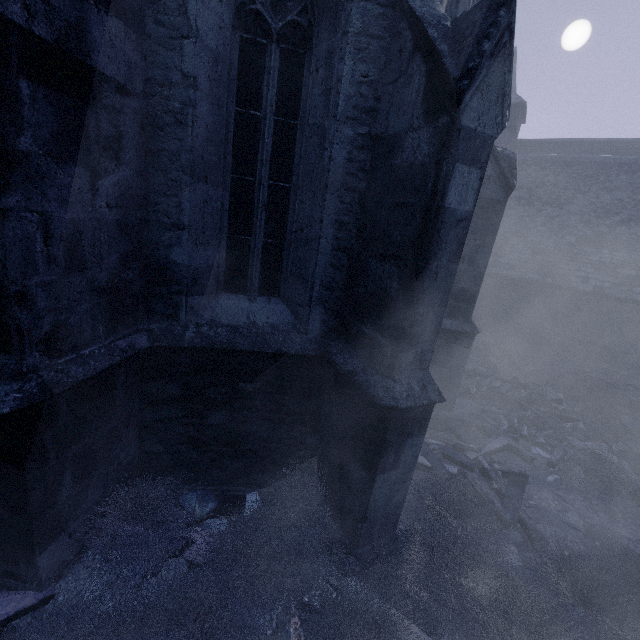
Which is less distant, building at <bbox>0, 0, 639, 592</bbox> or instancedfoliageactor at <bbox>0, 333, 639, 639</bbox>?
building at <bbox>0, 0, 639, 592</bbox>

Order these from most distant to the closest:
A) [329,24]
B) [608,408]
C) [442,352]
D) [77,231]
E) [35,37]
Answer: [608,408], [442,352], [329,24], [77,231], [35,37]

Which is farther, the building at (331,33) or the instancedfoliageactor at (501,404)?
the instancedfoliageactor at (501,404)

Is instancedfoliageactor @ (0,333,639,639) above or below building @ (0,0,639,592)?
below

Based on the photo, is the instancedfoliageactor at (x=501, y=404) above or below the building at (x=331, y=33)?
below
